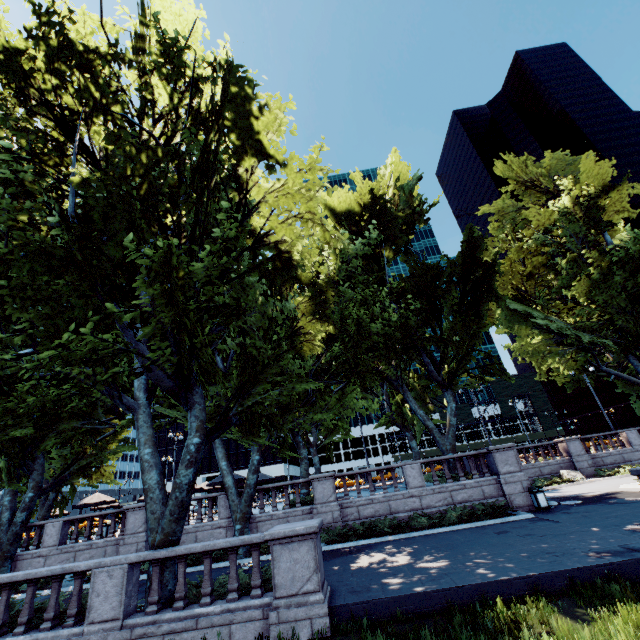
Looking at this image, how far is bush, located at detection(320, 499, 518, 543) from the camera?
15.2m

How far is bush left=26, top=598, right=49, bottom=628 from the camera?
8.7m

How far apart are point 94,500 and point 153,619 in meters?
19.7

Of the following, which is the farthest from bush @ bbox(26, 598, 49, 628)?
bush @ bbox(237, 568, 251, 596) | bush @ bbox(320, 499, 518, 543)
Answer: bush @ bbox(320, 499, 518, 543)

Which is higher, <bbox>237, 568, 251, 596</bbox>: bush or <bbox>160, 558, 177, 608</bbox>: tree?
<bbox>160, 558, 177, 608</bbox>: tree

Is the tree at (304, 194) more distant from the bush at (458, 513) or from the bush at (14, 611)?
the bush at (458, 513)

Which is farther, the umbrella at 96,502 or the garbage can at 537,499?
the umbrella at 96,502

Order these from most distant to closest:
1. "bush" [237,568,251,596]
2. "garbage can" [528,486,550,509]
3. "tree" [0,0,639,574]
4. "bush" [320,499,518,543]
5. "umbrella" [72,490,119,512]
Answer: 1. "umbrella" [72,490,119,512]
2. "garbage can" [528,486,550,509]
3. "bush" [320,499,518,543]
4. "tree" [0,0,639,574]
5. "bush" [237,568,251,596]
